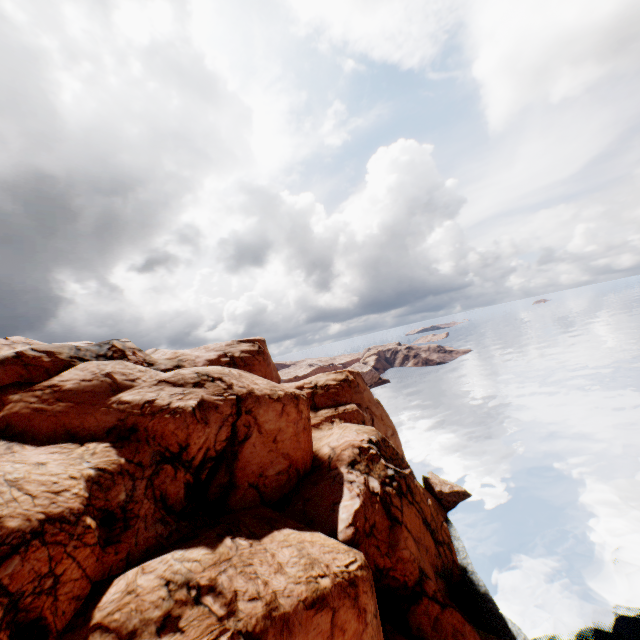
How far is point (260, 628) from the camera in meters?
14.5
